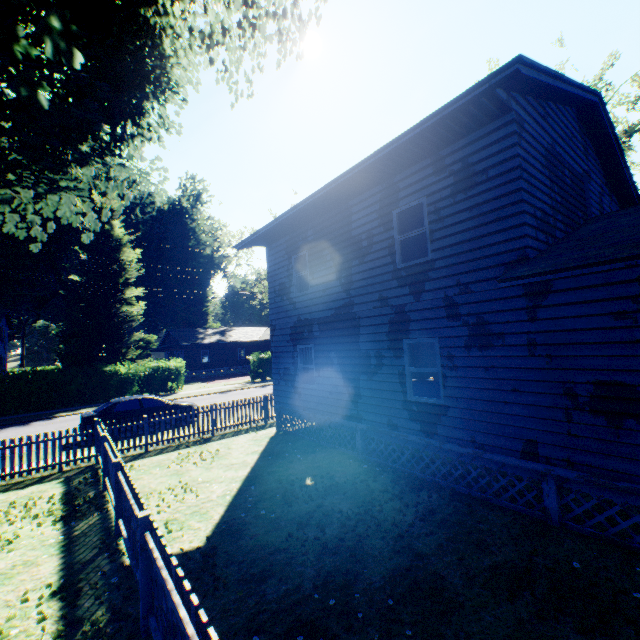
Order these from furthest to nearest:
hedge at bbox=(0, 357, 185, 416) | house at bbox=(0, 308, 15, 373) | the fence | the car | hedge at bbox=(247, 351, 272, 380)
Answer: house at bbox=(0, 308, 15, 373), hedge at bbox=(247, 351, 272, 380), hedge at bbox=(0, 357, 185, 416), the car, the fence

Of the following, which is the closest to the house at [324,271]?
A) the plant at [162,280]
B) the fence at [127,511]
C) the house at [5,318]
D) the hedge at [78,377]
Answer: the fence at [127,511]

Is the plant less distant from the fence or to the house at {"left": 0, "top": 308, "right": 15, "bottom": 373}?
the fence

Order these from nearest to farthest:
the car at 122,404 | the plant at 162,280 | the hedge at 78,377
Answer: the plant at 162,280 → the car at 122,404 → the hedge at 78,377

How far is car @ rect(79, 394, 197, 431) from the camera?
13.6m

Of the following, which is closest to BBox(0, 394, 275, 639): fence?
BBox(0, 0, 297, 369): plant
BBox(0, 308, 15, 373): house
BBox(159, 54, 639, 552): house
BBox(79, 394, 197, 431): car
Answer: BBox(0, 0, 297, 369): plant

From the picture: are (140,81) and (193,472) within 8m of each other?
no

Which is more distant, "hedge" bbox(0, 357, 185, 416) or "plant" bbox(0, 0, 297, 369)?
"hedge" bbox(0, 357, 185, 416)
